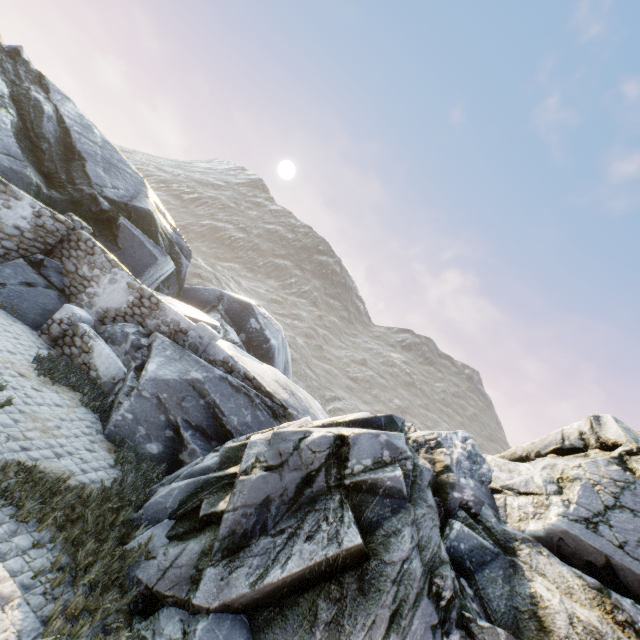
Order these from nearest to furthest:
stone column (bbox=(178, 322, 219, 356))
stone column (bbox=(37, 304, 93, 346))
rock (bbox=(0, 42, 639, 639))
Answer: rock (bbox=(0, 42, 639, 639))
stone column (bbox=(37, 304, 93, 346))
stone column (bbox=(178, 322, 219, 356))

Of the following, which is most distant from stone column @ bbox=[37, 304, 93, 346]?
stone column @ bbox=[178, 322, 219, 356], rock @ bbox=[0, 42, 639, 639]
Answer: stone column @ bbox=[178, 322, 219, 356]

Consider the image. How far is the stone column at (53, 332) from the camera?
9.41m

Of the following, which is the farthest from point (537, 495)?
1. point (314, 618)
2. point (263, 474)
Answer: point (263, 474)

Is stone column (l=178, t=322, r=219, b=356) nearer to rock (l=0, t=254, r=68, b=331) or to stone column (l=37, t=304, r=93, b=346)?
rock (l=0, t=254, r=68, b=331)

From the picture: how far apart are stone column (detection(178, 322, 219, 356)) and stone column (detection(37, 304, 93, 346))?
2.7 meters

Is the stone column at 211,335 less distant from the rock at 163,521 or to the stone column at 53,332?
the rock at 163,521
